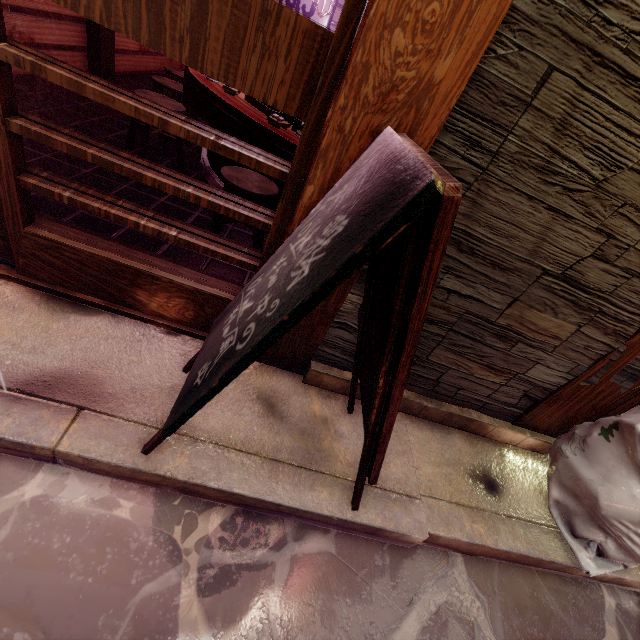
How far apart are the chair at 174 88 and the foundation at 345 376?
7.14m

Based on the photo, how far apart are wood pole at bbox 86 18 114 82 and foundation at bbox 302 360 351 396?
11.0 meters

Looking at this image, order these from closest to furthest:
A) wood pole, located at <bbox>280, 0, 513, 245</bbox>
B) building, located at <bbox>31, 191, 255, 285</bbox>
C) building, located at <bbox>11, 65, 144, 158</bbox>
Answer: wood pole, located at <bbox>280, 0, 513, 245</bbox> < building, located at <bbox>31, 191, 255, 285</bbox> < building, located at <bbox>11, 65, 144, 158</bbox>

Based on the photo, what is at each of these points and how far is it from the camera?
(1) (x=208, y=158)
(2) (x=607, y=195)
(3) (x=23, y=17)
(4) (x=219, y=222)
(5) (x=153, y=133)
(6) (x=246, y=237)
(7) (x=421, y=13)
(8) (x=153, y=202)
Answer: (1) table, 7.3 meters
(2) house, 2.6 meters
(3) building, 6.8 meters
(4) chair, 4.8 meters
(5) chair, 6.3 meters
(6) building, 5.9 meters
(7) wood pole, 1.9 meters
(8) building, 5.6 meters

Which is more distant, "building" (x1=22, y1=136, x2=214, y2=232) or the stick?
"building" (x1=22, y1=136, x2=214, y2=232)

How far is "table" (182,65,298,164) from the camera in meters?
4.9

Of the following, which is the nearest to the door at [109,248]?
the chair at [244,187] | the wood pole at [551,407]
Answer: the chair at [244,187]

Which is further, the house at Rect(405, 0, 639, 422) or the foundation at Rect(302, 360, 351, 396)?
the foundation at Rect(302, 360, 351, 396)
